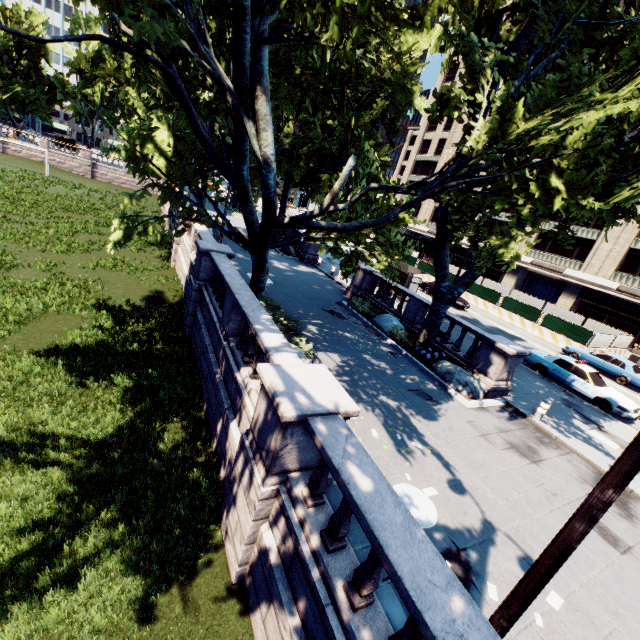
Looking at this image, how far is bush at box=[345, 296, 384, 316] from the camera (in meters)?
18.19

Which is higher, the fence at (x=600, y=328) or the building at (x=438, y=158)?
the building at (x=438, y=158)

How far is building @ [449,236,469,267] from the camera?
52.1 meters

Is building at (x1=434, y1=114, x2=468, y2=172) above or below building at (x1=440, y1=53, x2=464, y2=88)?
below

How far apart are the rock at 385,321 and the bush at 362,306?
0.08m

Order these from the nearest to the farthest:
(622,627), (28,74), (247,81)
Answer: (622,627), (247,81), (28,74)

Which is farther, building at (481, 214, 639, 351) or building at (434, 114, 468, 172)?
building at (434, 114, 468, 172)

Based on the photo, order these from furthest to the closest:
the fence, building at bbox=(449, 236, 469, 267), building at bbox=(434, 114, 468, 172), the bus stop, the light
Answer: building at bbox=(434, 114, 468, 172) < building at bbox=(449, 236, 469, 267) < the fence < the bus stop < the light
